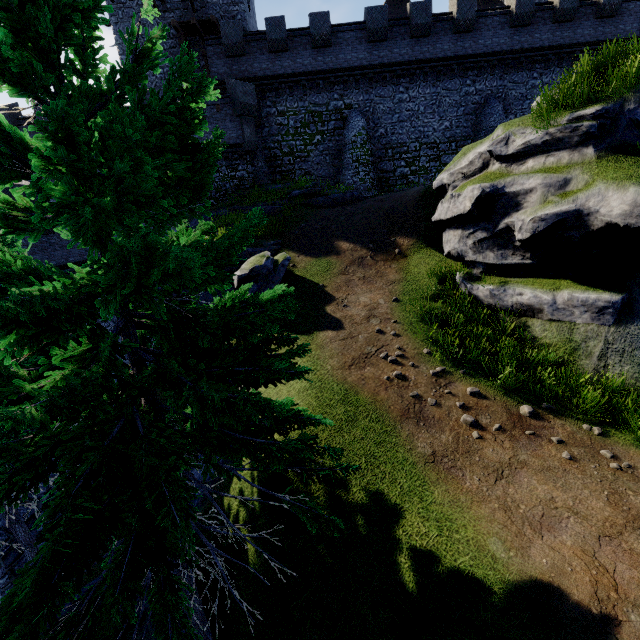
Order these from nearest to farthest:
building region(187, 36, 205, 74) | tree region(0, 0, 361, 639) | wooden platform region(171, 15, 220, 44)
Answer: tree region(0, 0, 361, 639), wooden platform region(171, 15, 220, 44), building region(187, 36, 205, 74)

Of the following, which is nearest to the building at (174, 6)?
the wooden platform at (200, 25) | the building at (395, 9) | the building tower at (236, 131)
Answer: the wooden platform at (200, 25)

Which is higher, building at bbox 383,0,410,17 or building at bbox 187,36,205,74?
building at bbox 383,0,410,17

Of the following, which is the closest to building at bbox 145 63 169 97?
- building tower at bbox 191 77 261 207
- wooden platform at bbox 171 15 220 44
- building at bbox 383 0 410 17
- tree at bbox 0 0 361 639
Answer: wooden platform at bbox 171 15 220 44

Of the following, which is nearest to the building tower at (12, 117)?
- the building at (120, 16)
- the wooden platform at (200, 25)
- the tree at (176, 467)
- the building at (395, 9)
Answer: the building at (120, 16)

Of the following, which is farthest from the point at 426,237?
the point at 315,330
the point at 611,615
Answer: the point at 611,615

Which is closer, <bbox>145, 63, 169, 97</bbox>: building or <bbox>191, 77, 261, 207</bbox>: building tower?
<bbox>191, 77, 261, 207</bbox>: building tower

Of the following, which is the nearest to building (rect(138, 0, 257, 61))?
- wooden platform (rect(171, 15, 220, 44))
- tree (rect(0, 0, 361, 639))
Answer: wooden platform (rect(171, 15, 220, 44))
